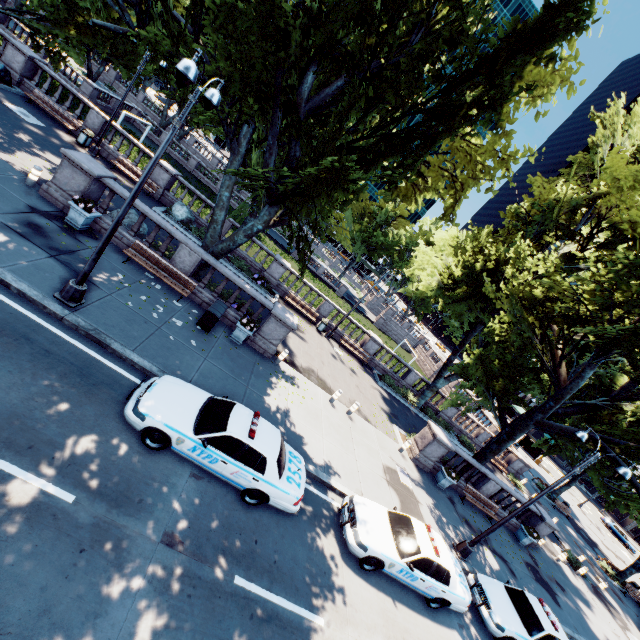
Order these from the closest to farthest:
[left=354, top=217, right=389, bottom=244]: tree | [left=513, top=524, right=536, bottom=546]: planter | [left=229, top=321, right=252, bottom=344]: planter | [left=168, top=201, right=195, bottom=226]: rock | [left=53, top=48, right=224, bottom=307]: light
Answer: [left=53, top=48, right=224, bottom=307]: light
[left=229, top=321, right=252, bottom=344]: planter
[left=513, top=524, right=536, bottom=546]: planter
[left=168, top=201, right=195, bottom=226]: rock
[left=354, top=217, right=389, bottom=244]: tree

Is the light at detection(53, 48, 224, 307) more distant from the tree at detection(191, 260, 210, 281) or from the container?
the container

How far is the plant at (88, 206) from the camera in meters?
12.0 m

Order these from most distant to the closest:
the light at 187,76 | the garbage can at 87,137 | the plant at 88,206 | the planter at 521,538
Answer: the garbage can at 87,137, the planter at 521,538, the plant at 88,206, the light at 187,76

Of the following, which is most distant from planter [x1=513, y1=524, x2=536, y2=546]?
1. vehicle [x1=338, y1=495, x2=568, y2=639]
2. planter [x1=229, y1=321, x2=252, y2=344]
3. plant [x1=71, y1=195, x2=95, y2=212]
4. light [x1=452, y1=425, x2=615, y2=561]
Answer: plant [x1=71, y1=195, x2=95, y2=212]

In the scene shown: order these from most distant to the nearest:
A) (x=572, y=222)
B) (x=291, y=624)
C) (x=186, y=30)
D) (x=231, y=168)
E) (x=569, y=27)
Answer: (x=572, y=222)
(x=231, y=168)
(x=186, y=30)
(x=569, y=27)
(x=291, y=624)

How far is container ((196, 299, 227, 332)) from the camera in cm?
1308

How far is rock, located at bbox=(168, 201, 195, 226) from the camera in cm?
2123
